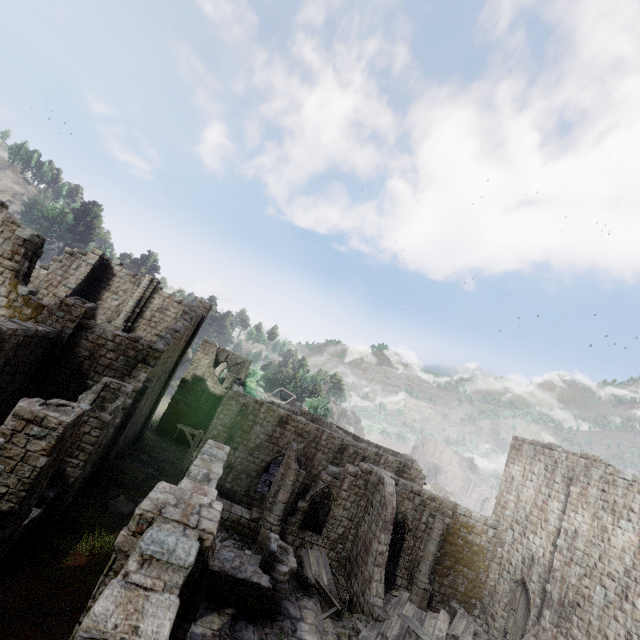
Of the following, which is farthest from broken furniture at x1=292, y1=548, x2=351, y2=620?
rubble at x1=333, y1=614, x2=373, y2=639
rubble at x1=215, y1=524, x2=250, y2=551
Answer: rubble at x1=215, y1=524, x2=250, y2=551

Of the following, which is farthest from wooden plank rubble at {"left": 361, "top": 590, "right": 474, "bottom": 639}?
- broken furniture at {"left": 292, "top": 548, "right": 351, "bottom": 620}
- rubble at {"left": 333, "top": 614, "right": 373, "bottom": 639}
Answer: broken furniture at {"left": 292, "top": 548, "right": 351, "bottom": 620}

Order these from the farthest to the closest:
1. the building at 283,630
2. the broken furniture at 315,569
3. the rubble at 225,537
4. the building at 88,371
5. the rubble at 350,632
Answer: the rubble at 225,537, the broken furniture at 315,569, the rubble at 350,632, the building at 88,371, the building at 283,630

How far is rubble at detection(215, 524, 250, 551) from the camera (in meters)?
15.70

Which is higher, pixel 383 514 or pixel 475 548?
pixel 383 514

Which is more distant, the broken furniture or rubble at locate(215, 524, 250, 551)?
rubble at locate(215, 524, 250, 551)

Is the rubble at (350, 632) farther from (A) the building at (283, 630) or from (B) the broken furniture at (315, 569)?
(A) the building at (283, 630)

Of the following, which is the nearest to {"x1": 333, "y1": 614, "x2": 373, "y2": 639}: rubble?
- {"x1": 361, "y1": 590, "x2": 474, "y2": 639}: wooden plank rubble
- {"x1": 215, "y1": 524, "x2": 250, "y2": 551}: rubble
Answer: {"x1": 361, "y1": 590, "x2": 474, "y2": 639}: wooden plank rubble
